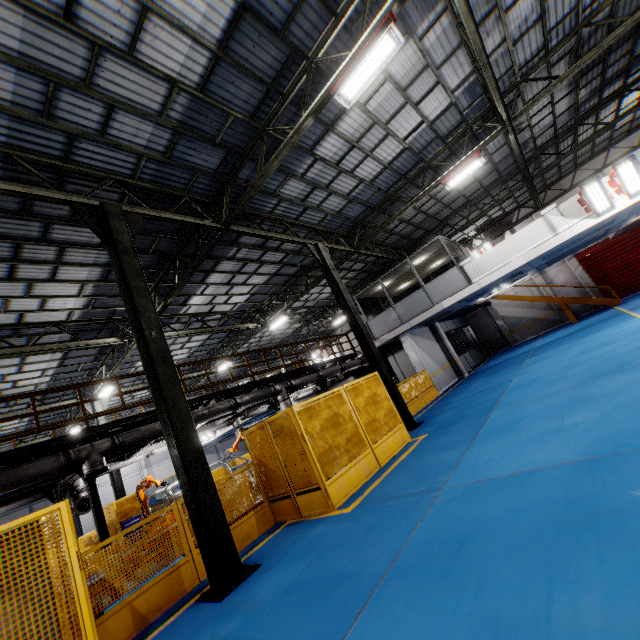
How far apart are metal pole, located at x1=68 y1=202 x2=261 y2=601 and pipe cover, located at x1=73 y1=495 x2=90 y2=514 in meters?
8.1 m

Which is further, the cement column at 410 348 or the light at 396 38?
the cement column at 410 348

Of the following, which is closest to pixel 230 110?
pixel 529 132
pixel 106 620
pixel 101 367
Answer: pixel 106 620

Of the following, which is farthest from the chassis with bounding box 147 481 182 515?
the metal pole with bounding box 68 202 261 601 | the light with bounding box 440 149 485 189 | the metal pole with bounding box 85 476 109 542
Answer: the light with bounding box 440 149 485 189

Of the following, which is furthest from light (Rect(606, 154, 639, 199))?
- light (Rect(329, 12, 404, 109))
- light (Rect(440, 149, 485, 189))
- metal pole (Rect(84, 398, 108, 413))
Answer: metal pole (Rect(84, 398, 108, 413))

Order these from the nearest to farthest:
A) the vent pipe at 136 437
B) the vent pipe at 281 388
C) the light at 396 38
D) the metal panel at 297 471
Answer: the light at 396 38, the metal panel at 297 471, the vent pipe at 136 437, the vent pipe at 281 388

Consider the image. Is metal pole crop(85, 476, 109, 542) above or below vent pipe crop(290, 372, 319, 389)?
below

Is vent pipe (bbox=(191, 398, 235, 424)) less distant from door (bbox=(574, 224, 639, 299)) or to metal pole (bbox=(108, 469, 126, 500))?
metal pole (bbox=(108, 469, 126, 500))
